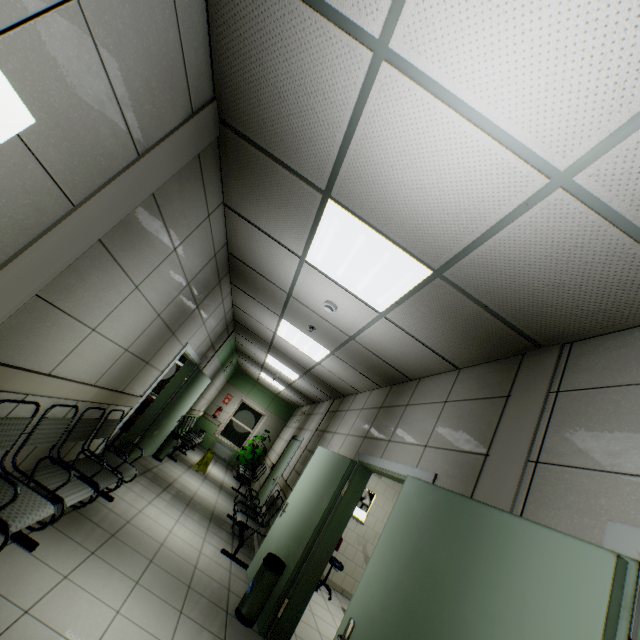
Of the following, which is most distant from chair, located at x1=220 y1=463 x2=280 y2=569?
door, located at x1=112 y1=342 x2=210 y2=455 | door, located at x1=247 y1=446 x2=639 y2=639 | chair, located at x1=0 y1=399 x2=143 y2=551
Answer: chair, located at x1=0 y1=399 x2=143 y2=551

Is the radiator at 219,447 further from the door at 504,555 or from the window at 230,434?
the door at 504,555

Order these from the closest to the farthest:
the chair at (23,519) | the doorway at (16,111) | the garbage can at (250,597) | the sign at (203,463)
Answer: the doorway at (16,111), the chair at (23,519), the garbage can at (250,597), the sign at (203,463)

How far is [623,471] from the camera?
1.46m

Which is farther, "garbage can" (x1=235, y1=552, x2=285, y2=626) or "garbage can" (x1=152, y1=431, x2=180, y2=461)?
"garbage can" (x1=152, y1=431, x2=180, y2=461)

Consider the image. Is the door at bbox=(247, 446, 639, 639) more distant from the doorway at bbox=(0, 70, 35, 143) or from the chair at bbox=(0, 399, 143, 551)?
the doorway at bbox=(0, 70, 35, 143)

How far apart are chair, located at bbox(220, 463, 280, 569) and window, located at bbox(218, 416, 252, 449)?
6.2m

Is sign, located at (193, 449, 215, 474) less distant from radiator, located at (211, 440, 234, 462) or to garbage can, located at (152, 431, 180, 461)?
garbage can, located at (152, 431, 180, 461)
